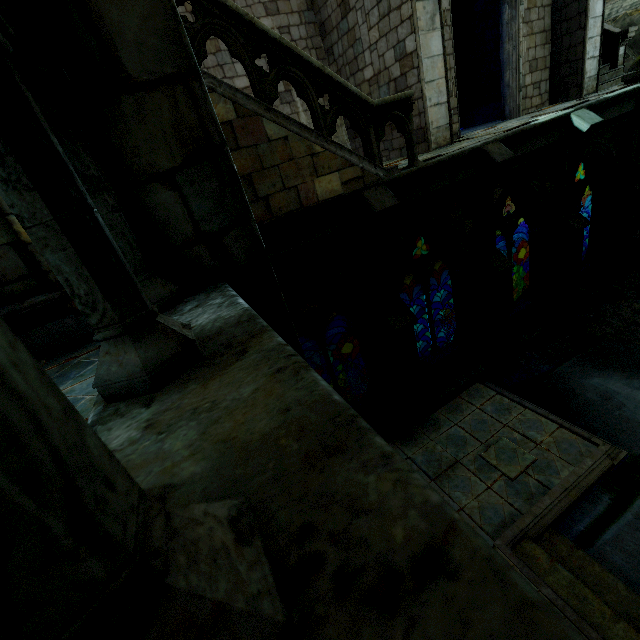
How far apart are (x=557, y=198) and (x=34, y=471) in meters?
11.7

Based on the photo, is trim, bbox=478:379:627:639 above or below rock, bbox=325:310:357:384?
above

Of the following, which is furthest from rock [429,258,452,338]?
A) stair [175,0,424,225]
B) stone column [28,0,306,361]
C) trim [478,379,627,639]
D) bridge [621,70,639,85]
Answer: bridge [621,70,639,85]

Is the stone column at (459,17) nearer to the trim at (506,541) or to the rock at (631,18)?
the rock at (631,18)

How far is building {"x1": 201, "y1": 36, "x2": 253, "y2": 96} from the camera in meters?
9.2

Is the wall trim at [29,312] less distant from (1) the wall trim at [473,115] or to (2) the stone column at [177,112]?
(2) the stone column at [177,112]

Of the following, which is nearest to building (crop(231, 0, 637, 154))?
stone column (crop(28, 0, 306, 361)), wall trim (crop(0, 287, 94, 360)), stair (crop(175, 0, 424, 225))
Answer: stair (crop(175, 0, 424, 225))

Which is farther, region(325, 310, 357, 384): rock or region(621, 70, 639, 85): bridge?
region(325, 310, 357, 384): rock
